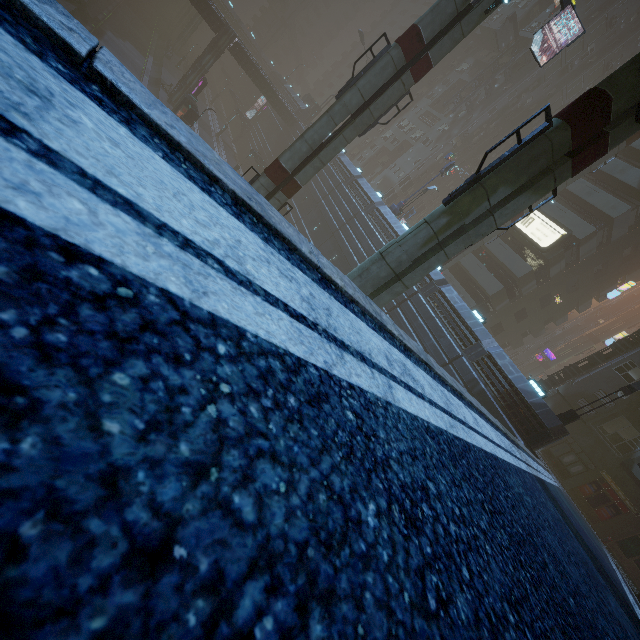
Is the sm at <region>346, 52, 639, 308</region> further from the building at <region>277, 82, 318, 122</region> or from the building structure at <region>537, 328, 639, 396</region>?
the building structure at <region>537, 328, 639, 396</region>

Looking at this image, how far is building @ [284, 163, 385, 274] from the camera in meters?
29.7 m

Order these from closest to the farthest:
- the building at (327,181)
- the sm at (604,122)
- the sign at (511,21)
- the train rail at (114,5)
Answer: the sm at (604,122), the building at (327,181), the train rail at (114,5), the sign at (511,21)

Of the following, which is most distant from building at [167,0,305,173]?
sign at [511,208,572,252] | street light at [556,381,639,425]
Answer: street light at [556,381,639,425]

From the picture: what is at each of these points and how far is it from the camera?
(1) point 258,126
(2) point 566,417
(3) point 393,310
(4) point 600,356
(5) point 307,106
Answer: (1) building, 56.53m
(2) street light, 18.42m
(3) building, 24.86m
(4) building structure, 26.38m
(5) building, 52.78m

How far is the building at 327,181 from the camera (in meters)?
29.73

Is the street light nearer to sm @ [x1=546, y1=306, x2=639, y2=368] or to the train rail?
the train rail

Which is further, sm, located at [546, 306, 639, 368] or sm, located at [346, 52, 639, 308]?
sm, located at [546, 306, 639, 368]
